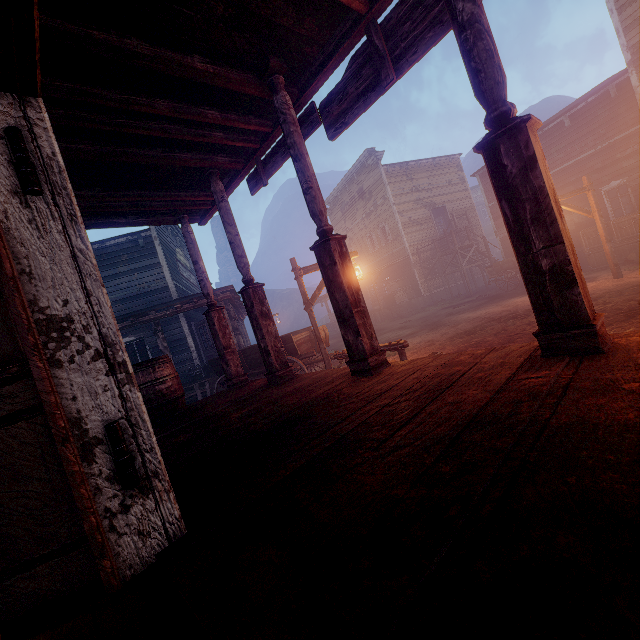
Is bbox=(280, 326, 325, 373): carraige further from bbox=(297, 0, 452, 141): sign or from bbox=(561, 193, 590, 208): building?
bbox=(297, 0, 452, 141): sign

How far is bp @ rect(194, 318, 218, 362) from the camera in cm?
1285

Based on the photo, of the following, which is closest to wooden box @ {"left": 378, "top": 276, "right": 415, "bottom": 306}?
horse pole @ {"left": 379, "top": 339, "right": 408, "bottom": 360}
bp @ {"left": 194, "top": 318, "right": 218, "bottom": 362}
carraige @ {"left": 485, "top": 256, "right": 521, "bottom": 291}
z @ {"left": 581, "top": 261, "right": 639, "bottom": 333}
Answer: z @ {"left": 581, "top": 261, "right": 639, "bottom": 333}

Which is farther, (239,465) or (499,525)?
(239,465)

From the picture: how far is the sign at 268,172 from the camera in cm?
481

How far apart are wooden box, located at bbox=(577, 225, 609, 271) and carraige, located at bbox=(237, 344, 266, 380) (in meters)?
11.94

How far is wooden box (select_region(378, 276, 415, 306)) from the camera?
23.42m

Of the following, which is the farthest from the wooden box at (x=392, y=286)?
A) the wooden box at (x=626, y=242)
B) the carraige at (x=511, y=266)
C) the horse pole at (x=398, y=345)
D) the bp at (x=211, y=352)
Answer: the horse pole at (x=398, y=345)
